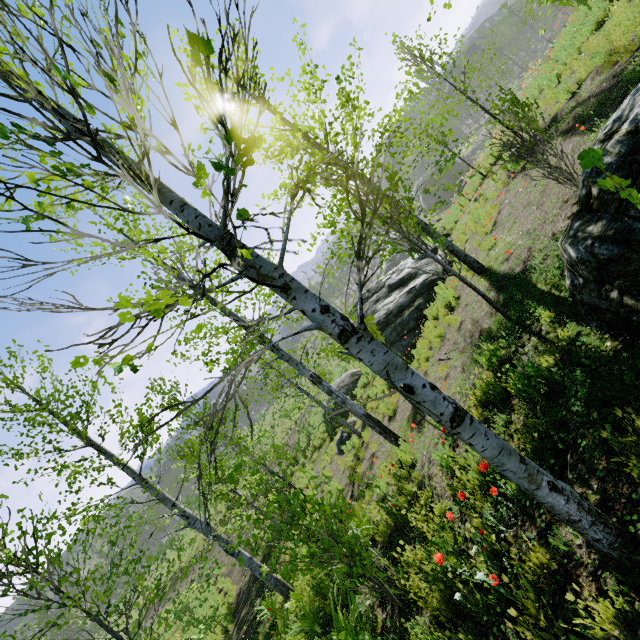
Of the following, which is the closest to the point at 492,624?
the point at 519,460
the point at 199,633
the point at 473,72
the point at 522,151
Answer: the point at 519,460

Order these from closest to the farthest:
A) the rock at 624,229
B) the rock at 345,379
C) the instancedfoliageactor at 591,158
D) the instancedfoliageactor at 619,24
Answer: the instancedfoliageactor at 591,158 < the rock at 624,229 < the instancedfoliageactor at 619,24 < the rock at 345,379

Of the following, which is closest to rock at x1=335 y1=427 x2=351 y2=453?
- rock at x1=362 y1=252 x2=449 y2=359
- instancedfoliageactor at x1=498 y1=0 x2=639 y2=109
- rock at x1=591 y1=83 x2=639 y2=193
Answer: rock at x1=362 y1=252 x2=449 y2=359

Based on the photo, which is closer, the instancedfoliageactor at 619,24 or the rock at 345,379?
the instancedfoliageactor at 619,24

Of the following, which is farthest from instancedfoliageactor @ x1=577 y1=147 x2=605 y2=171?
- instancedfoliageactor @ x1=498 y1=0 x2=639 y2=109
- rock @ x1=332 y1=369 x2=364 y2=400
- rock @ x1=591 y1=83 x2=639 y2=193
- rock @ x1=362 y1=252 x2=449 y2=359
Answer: rock @ x1=591 y1=83 x2=639 y2=193

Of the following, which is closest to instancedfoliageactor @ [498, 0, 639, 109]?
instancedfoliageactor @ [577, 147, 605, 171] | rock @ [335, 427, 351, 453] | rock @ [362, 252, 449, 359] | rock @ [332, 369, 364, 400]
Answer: instancedfoliageactor @ [577, 147, 605, 171]

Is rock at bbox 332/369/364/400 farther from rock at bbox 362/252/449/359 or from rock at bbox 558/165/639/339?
rock at bbox 558/165/639/339

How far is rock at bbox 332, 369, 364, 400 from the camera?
18.2 meters
